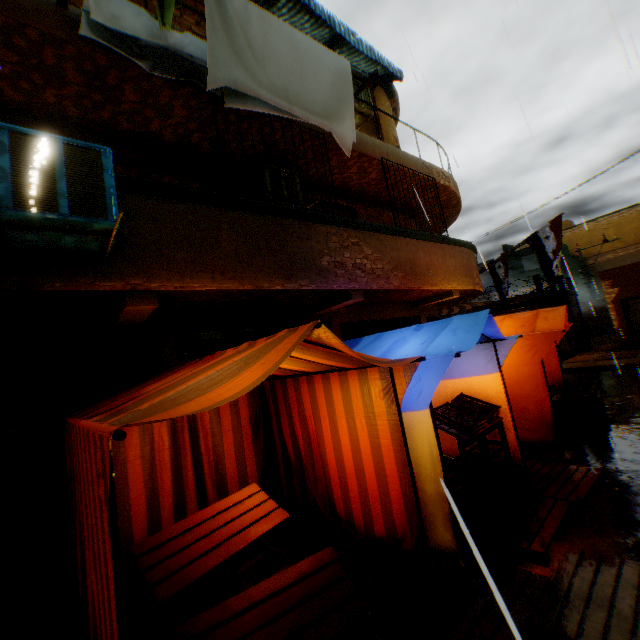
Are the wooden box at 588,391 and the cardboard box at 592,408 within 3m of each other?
yes

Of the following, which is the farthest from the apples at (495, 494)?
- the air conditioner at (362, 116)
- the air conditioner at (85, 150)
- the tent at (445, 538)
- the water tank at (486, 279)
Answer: the water tank at (486, 279)

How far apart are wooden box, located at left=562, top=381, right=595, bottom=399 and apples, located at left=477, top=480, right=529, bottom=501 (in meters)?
3.51

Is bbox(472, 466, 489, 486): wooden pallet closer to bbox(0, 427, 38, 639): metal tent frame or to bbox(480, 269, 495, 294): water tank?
bbox(0, 427, 38, 639): metal tent frame

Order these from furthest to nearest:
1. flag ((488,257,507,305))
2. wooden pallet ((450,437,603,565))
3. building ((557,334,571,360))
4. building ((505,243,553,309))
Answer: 1. building ((505,243,553,309))
2. building ((557,334,571,360))
3. flag ((488,257,507,305))
4. wooden pallet ((450,437,603,565))

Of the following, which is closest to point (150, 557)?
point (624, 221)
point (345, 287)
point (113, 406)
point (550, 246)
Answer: point (113, 406)

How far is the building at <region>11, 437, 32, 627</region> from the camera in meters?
3.6 m

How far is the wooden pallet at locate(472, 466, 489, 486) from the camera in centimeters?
499cm
